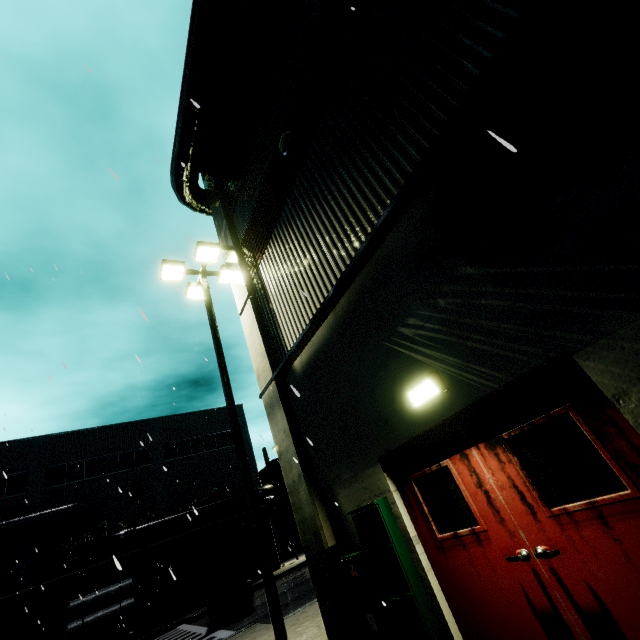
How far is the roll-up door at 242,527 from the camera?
26.23m

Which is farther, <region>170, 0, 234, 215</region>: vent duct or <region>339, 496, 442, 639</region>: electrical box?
Answer: <region>170, 0, 234, 215</region>: vent duct

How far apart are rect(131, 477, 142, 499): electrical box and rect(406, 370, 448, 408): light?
29.6m

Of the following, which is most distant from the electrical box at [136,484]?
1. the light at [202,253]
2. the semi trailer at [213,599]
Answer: the light at [202,253]

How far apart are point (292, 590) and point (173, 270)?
16.3m

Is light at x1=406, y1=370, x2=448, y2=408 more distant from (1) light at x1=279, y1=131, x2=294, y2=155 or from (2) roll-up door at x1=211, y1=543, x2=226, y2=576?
(1) light at x1=279, y1=131, x2=294, y2=155

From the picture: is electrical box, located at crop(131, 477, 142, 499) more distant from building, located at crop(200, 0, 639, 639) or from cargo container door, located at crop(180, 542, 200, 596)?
cargo container door, located at crop(180, 542, 200, 596)

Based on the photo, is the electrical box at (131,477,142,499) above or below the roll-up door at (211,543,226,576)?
above
